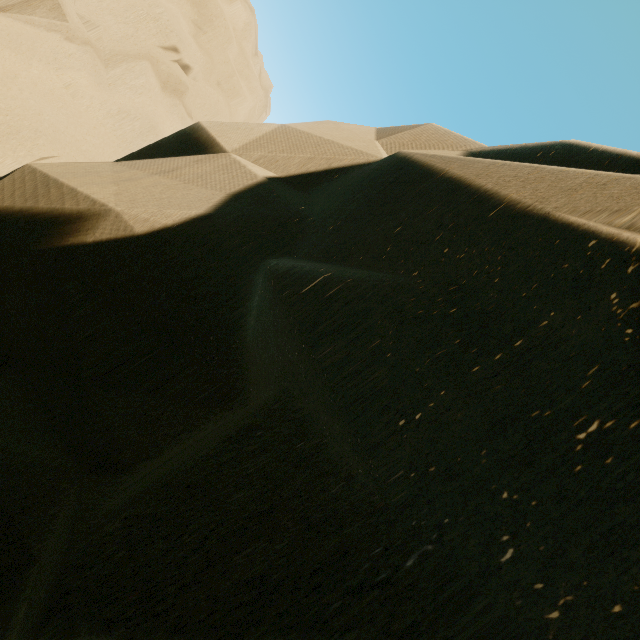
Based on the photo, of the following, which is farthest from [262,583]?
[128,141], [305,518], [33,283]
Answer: [128,141]
